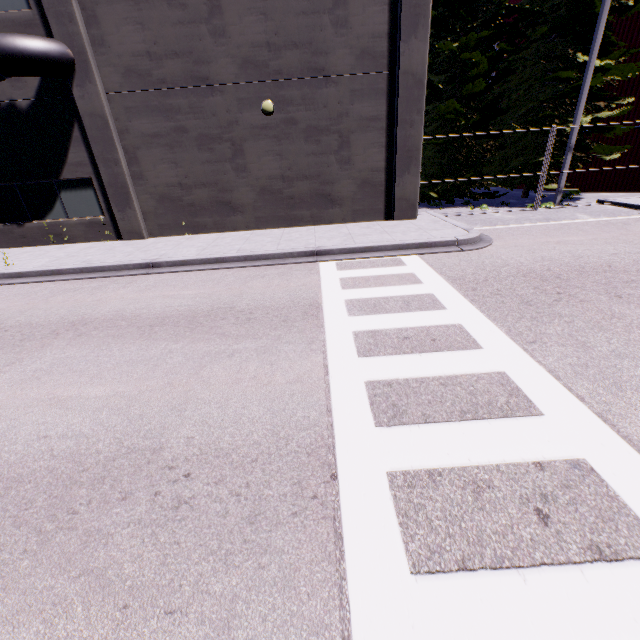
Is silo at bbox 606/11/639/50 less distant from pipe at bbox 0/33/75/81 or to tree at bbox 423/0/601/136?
tree at bbox 423/0/601/136

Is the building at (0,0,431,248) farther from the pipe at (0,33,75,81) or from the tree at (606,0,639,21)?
the tree at (606,0,639,21)

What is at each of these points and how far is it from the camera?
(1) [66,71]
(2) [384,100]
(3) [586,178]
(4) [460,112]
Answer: (1) pipe, 10.4 meters
(2) building, 11.3 meters
(3) silo, 17.5 meters
(4) tree, 14.7 meters

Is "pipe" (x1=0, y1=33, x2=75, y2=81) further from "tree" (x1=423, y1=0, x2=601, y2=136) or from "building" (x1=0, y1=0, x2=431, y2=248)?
"tree" (x1=423, y1=0, x2=601, y2=136)

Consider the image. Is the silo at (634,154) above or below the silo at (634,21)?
below

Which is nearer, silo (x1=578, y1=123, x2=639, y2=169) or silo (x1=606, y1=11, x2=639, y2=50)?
silo (x1=606, y1=11, x2=639, y2=50)

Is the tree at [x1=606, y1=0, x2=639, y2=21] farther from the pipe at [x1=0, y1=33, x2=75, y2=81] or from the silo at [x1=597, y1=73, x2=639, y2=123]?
the pipe at [x1=0, y1=33, x2=75, y2=81]

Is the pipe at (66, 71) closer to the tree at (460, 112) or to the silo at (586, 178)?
the silo at (586, 178)
